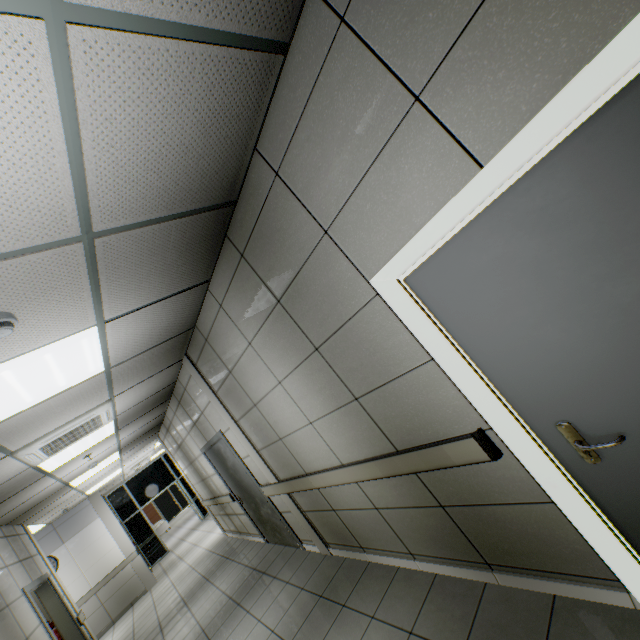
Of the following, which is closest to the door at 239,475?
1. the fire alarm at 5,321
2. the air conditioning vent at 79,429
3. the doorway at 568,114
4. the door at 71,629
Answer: the air conditioning vent at 79,429

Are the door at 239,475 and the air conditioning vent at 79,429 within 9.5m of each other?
yes

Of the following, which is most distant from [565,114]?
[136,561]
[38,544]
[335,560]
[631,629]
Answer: [136,561]

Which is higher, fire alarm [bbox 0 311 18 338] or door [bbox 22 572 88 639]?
fire alarm [bbox 0 311 18 338]

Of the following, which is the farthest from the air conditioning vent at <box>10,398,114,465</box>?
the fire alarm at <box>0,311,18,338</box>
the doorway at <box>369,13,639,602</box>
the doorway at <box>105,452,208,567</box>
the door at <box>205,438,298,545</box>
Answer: the doorway at <box>105,452,208,567</box>

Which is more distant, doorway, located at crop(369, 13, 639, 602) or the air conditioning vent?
the air conditioning vent

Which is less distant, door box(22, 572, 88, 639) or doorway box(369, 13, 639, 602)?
doorway box(369, 13, 639, 602)

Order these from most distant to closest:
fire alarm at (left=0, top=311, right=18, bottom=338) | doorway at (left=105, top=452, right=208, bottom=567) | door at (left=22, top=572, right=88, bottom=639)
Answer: doorway at (left=105, top=452, right=208, bottom=567), door at (left=22, top=572, right=88, bottom=639), fire alarm at (left=0, top=311, right=18, bottom=338)
